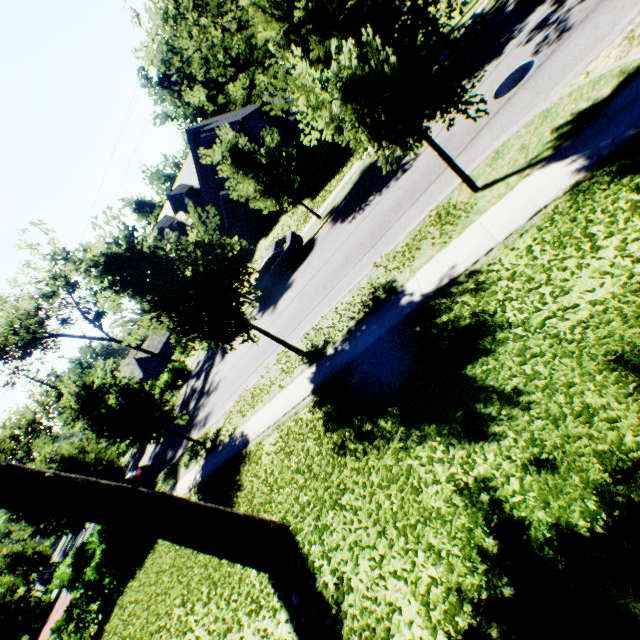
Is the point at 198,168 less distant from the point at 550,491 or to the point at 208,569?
the point at 208,569

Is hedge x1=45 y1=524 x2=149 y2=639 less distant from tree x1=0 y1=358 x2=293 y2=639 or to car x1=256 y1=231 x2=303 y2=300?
tree x1=0 y1=358 x2=293 y2=639

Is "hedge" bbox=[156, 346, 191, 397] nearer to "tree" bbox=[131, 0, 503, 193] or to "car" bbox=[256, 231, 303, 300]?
"tree" bbox=[131, 0, 503, 193]

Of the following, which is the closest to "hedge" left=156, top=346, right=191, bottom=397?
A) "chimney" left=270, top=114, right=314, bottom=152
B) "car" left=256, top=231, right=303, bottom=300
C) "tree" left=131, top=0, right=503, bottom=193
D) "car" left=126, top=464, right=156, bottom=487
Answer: "tree" left=131, top=0, right=503, bottom=193

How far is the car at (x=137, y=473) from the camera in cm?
2059

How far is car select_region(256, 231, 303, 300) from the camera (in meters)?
18.41

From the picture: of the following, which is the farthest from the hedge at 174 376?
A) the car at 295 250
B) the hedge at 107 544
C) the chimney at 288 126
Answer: the chimney at 288 126

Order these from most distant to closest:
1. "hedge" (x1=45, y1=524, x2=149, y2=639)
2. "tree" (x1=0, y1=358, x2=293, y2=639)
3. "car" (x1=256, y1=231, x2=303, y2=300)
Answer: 1. "car" (x1=256, y1=231, x2=303, y2=300)
2. "hedge" (x1=45, y1=524, x2=149, y2=639)
3. "tree" (x1=0, y1=358, x2=293, y2=639)
